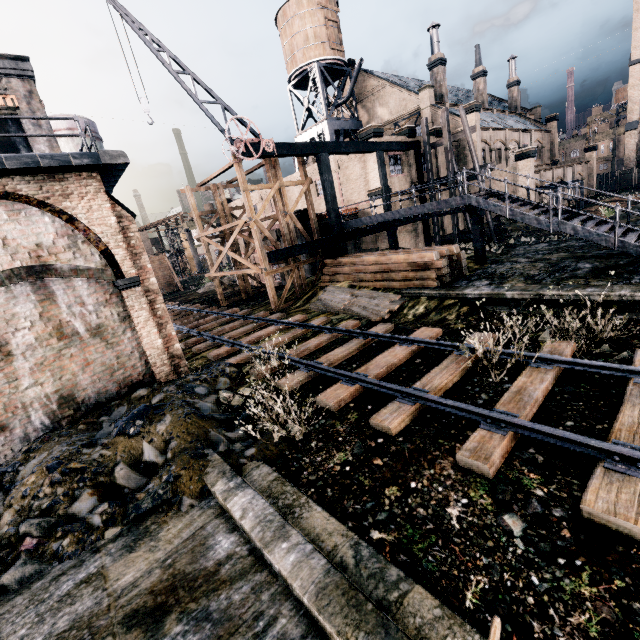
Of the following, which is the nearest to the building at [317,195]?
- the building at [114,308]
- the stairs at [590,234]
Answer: the stairs at [590,234]

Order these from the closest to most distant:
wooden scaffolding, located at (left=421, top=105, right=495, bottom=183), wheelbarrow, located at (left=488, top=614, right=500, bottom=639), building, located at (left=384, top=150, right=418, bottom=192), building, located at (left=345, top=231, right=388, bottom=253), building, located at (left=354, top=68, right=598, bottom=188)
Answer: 1. wheelbarrow, located at (left=488, top=614, right=500, bottom=639)
2. wooden scaffolding, located at (left=421, top=105, right=495, bottom=183)
3. building, located at (left=384, top=150, right=418, bottom=192)
4. building, located at (left=345, top=231, right=388, bottom=253)
5. building, located at (left=354, top=68, right=598, bottom=188)

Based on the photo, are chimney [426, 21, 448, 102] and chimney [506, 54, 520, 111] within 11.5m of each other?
no

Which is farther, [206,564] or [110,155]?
[110,155]

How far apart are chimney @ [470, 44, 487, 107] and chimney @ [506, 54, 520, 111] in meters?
10.8

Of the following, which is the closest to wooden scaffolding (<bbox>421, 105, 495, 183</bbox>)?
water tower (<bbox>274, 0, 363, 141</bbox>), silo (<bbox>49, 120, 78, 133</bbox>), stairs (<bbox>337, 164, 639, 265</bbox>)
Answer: stairs (<bbox>337, 164, 639, 265</bbox>)

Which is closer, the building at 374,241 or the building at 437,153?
the building at 374,241

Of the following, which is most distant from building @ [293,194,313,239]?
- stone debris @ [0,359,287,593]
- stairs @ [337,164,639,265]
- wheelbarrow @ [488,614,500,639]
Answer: wheelbarrow @ [488,614,500,639]
